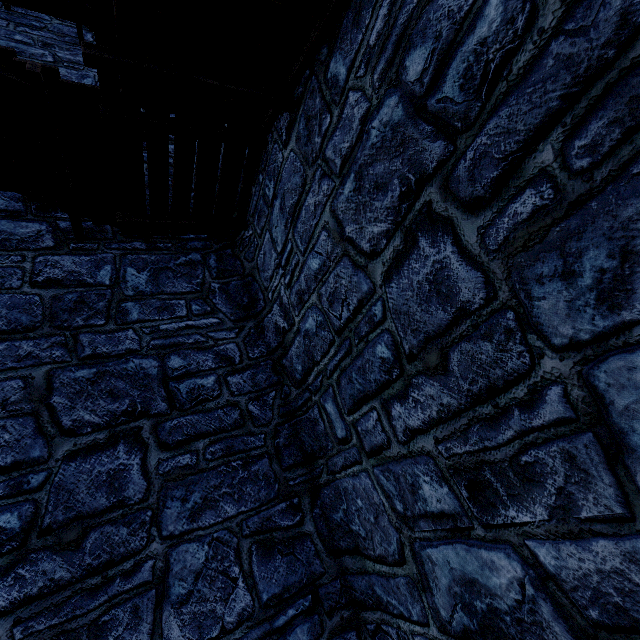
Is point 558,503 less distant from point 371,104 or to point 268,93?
point 371,104
